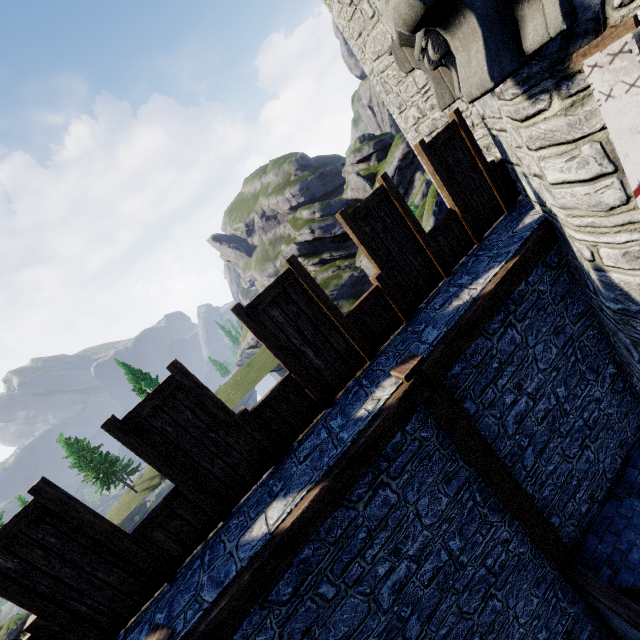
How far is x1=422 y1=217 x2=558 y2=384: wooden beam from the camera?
4.2 meters

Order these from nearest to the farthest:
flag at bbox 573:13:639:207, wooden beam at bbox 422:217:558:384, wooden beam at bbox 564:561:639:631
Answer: flag at bbox 573:13:639:207 → wooden beam at bbox 422:217:558:384 → wooden beam at bbox 564:561:639:631

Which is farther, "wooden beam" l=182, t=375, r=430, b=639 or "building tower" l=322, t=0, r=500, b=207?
"building tower" l=322, t=0, r=500, b=207

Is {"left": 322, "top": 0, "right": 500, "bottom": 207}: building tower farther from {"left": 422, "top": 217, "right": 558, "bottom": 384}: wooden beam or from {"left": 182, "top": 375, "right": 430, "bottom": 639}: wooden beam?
{"left": 182, "top": 375, "right": 430, "bottom": 639}: wooden beam

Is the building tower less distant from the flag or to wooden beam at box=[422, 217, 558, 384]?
wooden beam at box=[422, 217, 558, 384]

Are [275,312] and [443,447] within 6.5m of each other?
yes

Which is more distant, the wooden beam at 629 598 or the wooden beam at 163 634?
the wooden beam at 629 598

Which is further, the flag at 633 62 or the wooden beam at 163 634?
the wooden beam at 163 634
